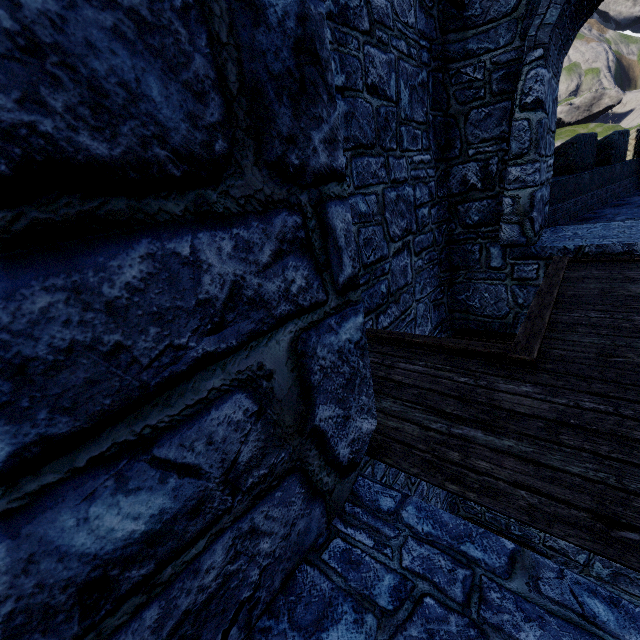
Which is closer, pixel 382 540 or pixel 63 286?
pixel 63 286
